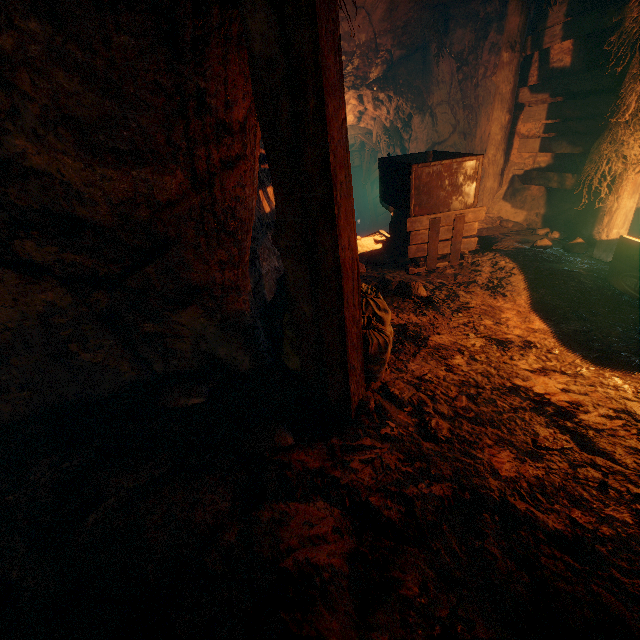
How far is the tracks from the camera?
4.4 meters

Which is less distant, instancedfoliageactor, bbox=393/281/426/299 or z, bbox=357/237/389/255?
instancedfoliageactor, bbox=393/281/426/299

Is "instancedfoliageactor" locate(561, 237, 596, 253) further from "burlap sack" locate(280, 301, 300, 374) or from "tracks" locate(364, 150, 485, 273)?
"burlap sack" locate(280, 301, 300, 374)

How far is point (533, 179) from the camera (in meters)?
5.85

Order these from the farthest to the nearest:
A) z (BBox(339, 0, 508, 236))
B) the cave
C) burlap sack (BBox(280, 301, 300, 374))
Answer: z (BBox(339, 0, 508, 236)), burlap sack (BBox(280, 301, 300, 374)), the cave

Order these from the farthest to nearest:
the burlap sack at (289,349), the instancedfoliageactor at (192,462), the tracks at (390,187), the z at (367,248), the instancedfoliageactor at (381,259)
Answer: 1. the z at (367,248)
2. the instancedfoliageactor at (381,259)
3. the tracks at (390,187)
4. the burlap sack at (289,349)
5. the instancedfoliageactor at (192,462)

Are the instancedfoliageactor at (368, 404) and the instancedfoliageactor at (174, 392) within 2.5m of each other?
yes

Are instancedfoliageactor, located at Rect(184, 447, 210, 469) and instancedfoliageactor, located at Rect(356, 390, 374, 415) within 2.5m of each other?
yes
